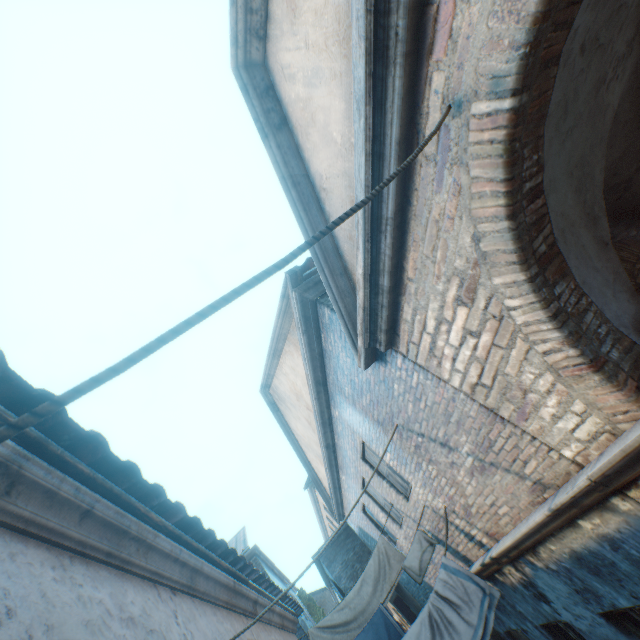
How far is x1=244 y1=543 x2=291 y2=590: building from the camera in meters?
Result: 13.4

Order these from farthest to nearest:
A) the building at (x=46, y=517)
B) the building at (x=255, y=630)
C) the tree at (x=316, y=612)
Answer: the tree at (x=316, y=612)
the building at (x=255, y=630)
the building at (x=46, y=517)

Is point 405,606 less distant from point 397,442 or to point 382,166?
point 397,442

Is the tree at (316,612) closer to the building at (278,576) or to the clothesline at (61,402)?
the building at (278,576)

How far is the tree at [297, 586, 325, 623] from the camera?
28.95m

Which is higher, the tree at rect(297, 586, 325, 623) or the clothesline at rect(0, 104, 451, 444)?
the tree at rect(297, 586, 325, 623)

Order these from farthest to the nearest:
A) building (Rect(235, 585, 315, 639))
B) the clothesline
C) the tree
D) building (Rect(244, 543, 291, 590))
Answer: the tree
building (Rect(244, 543, 291, 590))
building (Rect(235, 585, 315, 639))
the clothesline

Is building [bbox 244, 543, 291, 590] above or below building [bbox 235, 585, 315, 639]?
above
